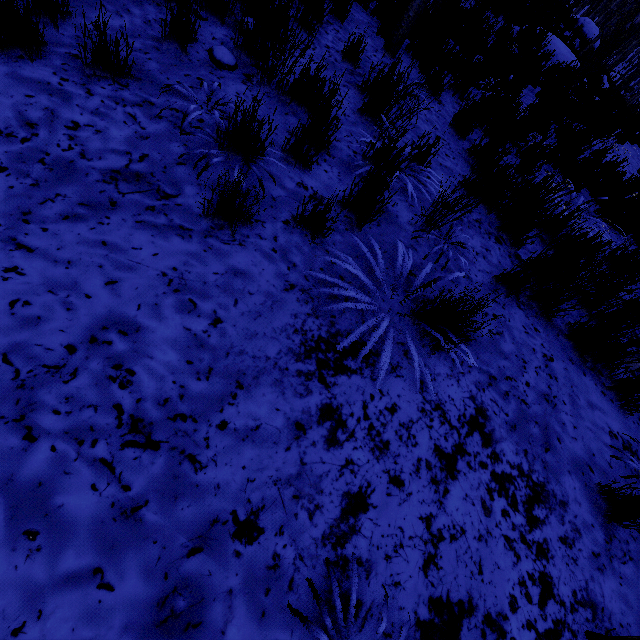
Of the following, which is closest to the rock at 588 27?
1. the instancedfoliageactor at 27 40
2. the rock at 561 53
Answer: the instancedfoliageactor at 27 40

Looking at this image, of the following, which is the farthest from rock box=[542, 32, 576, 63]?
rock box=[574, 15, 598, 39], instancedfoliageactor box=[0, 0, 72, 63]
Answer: rock box=[574, 15, 598, 39]

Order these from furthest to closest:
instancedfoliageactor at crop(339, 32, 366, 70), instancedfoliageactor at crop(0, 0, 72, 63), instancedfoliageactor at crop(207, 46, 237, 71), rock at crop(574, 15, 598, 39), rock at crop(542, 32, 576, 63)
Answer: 1. rock at crop(574, 15, 598, 39)
2. rock at crop(542, 32, 576, 63)
3. instancedfoliageactor at crop(339, 32, 366, 70)
4. instancedfoliageactor at crop(207, 46, 237, 71)
5. instancedfoliageactor at crop(0, 0, 72, 63)

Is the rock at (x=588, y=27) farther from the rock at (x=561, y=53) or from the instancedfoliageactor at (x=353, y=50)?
the rock at (x=561, y=53)

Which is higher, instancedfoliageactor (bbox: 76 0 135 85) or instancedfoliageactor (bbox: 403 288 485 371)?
instancedfoliageactor (bbox: 403 288 485 371)

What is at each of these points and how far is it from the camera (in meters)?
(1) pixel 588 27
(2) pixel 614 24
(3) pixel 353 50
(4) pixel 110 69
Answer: (1) rock, 17.42
(2) instancedfoliageactor, 35.91
(3) instancedfoliageactor, 3.53
(4) instancedfoliageactor, 2.11

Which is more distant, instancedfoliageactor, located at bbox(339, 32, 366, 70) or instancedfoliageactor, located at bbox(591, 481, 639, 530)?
instancedfoliageactor, located at bbox(339, 32, 366, 70)
